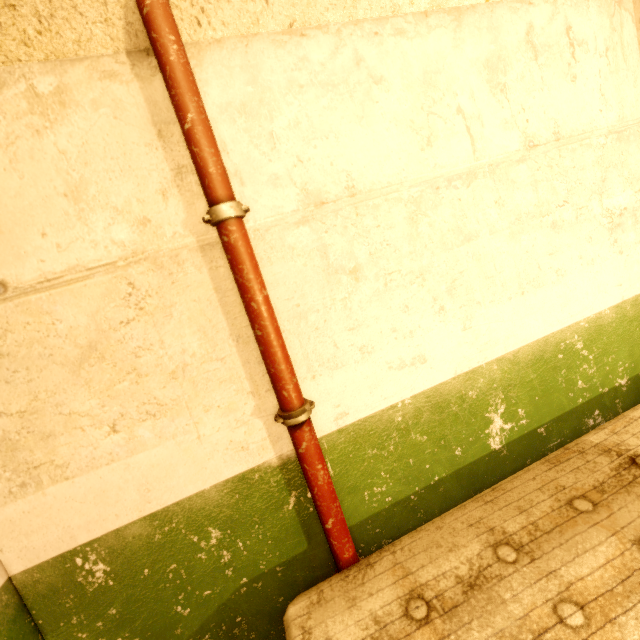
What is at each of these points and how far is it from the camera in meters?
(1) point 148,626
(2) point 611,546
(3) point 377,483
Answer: (1) building, 0.9 m
(2) bed, 0.7 m
(3) building, 1.0 m
